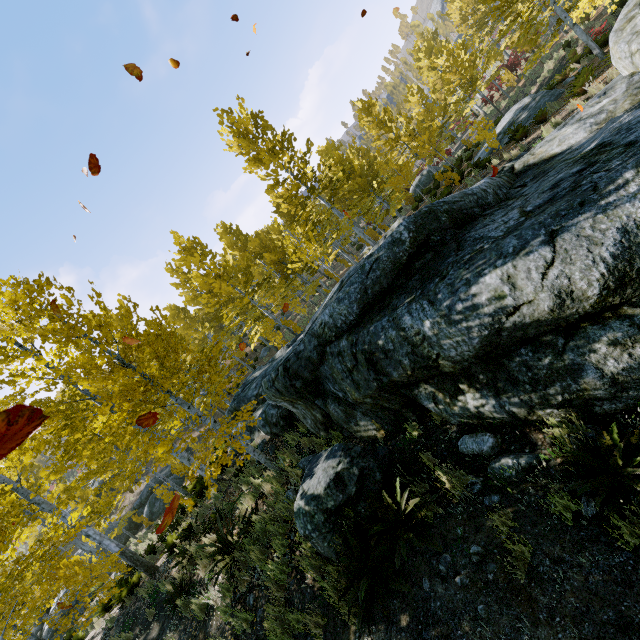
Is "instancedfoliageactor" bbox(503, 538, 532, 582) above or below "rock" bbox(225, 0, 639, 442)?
below

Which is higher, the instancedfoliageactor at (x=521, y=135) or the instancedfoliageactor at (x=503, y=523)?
the instancedfoliageactor at (x=503, y=523)

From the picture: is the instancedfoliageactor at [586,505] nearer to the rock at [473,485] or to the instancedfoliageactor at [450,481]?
the rock at [473,485]

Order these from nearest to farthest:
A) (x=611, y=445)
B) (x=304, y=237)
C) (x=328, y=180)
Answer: (x=611, y=445) → (x=328, y=180) → (x=304, y=237)

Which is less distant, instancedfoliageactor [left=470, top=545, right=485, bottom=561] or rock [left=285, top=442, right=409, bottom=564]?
instancedfoliageactor [left=470, top=545, right=485, bottom=561]

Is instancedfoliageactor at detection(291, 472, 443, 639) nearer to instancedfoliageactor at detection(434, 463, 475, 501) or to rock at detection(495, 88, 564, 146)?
instancedfoliageactor at detection(434, 463, 475, 501)

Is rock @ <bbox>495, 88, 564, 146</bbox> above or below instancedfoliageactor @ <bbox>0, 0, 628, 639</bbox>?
below

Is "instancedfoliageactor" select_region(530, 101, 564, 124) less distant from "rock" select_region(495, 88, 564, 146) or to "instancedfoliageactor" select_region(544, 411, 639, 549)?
"rock" select_region(495, 88, 564, 146)
